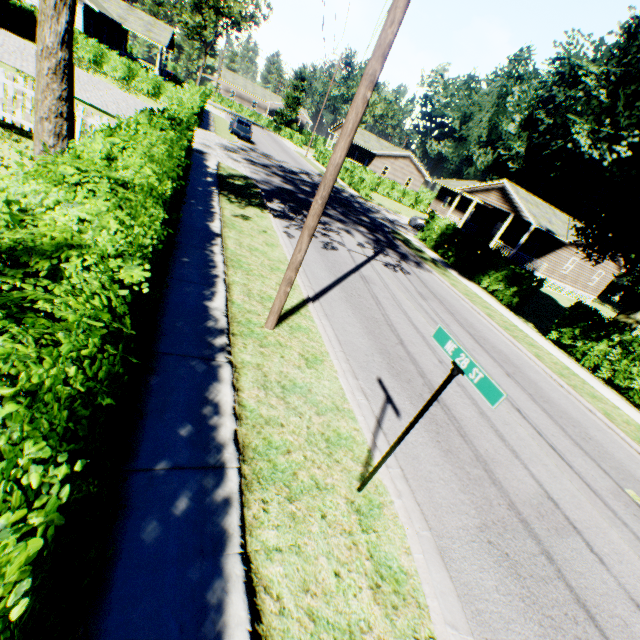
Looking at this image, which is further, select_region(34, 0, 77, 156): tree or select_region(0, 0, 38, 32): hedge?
select_region(0, 0, 38, 32): hedge

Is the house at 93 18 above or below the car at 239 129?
above

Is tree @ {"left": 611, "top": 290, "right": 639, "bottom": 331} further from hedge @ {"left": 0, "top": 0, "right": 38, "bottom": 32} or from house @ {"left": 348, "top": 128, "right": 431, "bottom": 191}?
house @ {"left": 348, "top": 128, "right": 431, "bottom": 191}

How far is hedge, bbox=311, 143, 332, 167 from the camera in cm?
4278

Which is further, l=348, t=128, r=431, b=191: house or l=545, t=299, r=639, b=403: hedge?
l=348, t=128, r=431, b=191: house

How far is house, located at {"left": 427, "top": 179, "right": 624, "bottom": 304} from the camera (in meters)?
28.55

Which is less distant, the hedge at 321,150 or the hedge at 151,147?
the hedge at 151,147

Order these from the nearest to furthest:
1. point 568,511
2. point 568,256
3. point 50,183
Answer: point 50,183, point 568,511, point 568,256
